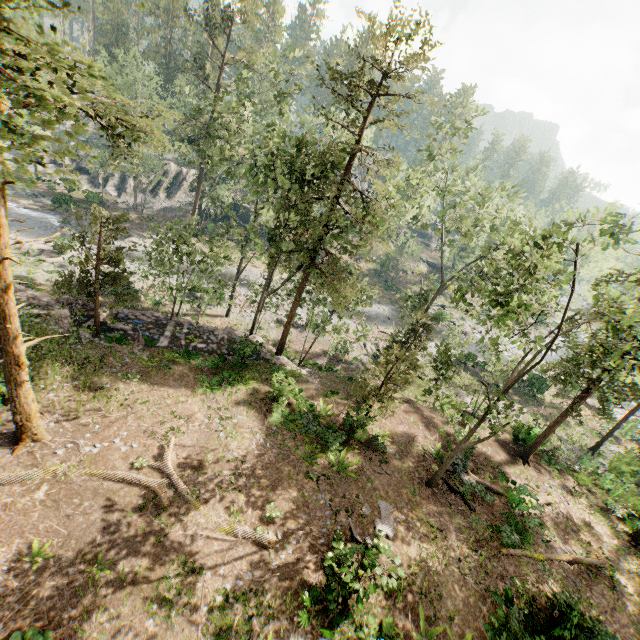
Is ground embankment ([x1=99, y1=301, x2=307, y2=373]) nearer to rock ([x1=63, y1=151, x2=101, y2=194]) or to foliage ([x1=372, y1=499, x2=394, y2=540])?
foliage ([x1=372, y1=499, x2=394, y2=540])

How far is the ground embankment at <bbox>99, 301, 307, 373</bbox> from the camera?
21.1 meters

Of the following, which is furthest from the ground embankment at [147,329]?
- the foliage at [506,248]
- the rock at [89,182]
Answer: the rock at [89,182]

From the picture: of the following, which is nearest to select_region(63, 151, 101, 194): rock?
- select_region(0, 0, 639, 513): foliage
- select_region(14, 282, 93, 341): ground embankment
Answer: select_region(0, 0, 639, 513): foliage

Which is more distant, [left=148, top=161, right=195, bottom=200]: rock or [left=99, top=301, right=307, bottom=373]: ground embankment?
[left=148, top=161, right=195, bottom=200]: rock

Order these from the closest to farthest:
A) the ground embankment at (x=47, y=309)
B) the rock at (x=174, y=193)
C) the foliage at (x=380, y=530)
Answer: the foliage at (x=380, y=530), the ground embankment at (x=47, y=309), the rock at (x=174, y=193)

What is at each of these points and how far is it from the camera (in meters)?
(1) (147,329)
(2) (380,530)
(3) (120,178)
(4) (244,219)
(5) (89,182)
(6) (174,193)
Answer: (1) ground embankment, 22.56
(2) foliage, 14.60
(3) rock, 50.81
(4) rock, 53.06
(5) rock, 49.78
(6) rock, 51.75

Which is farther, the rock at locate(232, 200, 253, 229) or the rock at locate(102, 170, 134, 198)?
the rock at locate(232, 200, 253, 229)
